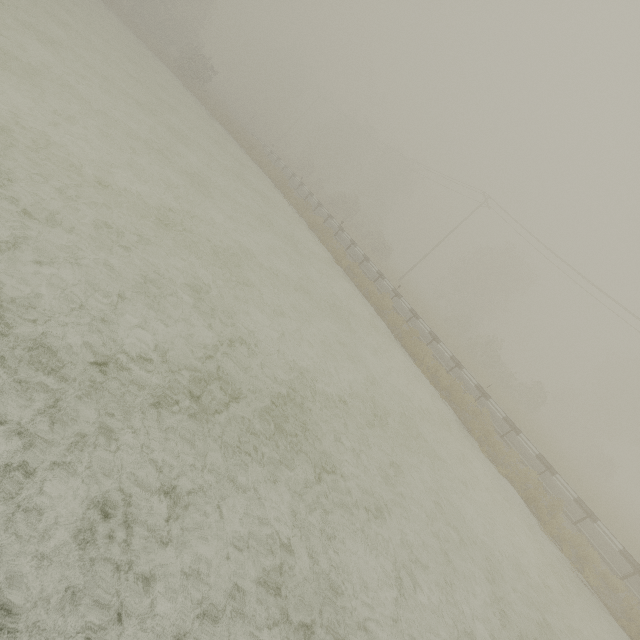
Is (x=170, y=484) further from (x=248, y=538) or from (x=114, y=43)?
(x=114, y=43)
